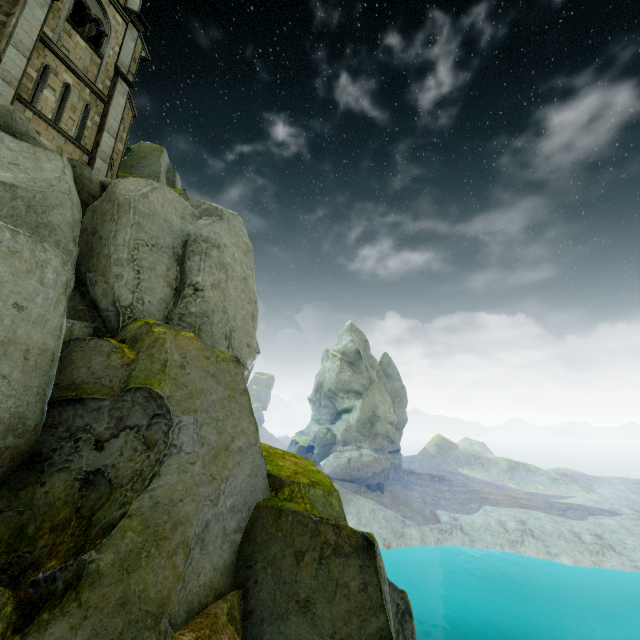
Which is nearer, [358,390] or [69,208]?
[69,208]

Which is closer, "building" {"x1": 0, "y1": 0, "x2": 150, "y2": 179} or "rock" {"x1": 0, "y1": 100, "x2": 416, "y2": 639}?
"rock" {"x1": 0, "y1": 100, "x2": 416, "y2": 639}

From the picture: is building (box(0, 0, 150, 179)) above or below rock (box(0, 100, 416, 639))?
above

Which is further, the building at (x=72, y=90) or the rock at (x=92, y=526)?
the building at (x=72, y=90)

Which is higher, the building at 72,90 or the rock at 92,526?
the building at 72,90
